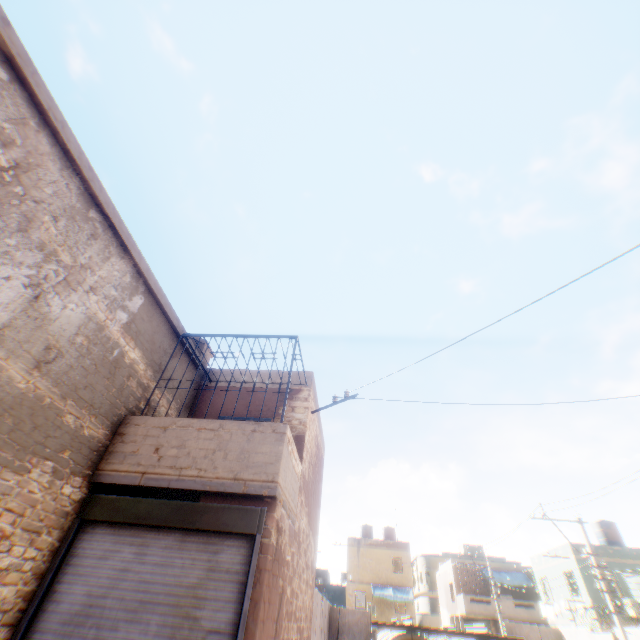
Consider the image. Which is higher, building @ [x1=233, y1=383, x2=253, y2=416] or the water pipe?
building @ [x1=233, y1=383, x2=253, y2=416]

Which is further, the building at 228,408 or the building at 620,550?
the building at 620,550

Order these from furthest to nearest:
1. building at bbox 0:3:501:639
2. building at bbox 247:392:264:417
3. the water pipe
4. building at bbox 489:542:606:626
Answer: building at bbox 489:542:606:626 → the water pipe → building at bbox 247:392:264:417 → building at bbox 0:3:501:639

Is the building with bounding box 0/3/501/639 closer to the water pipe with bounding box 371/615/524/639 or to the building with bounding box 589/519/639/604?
the building with bounding box 589/519/639/604

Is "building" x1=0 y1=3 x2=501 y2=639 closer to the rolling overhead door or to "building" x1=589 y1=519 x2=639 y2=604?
the rolling overhead door

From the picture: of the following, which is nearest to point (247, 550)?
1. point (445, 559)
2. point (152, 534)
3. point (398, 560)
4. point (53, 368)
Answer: point (152, 534)

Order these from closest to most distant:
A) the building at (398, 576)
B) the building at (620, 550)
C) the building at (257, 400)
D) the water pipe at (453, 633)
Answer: the building at (398, 576) → the building at (257, 400) → the water pipe at (453, 633) → the building at (620, 550)
